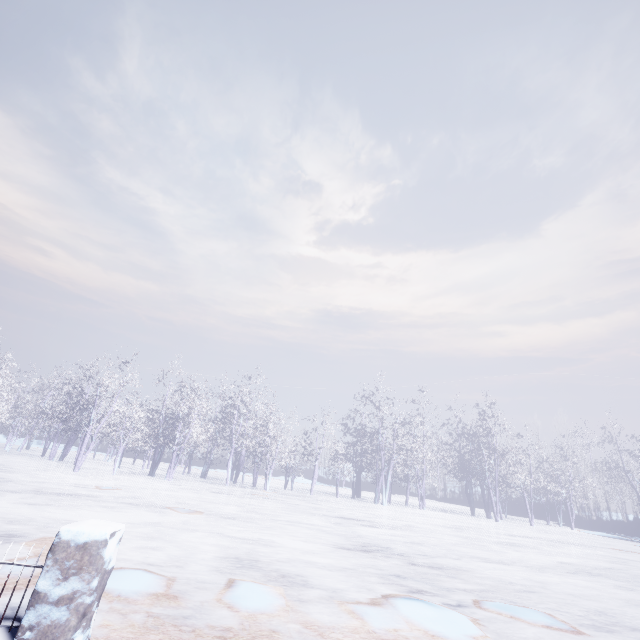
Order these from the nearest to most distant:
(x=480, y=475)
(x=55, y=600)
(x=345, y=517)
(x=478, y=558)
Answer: (x=55, y=600) < (x=478, y=558) < (x=345, y=517) < (x=480, y=475)
